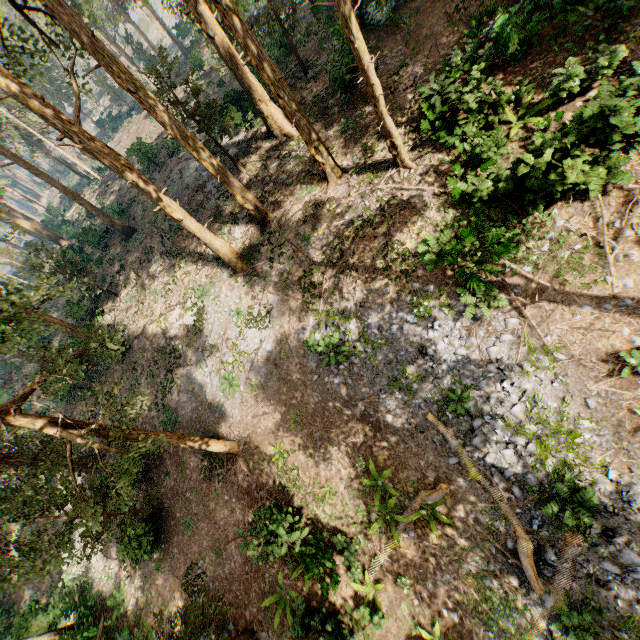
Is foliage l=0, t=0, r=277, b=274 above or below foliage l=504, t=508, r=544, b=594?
above

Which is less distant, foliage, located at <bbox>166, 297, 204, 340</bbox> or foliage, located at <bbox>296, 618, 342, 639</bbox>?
foliage, located at <bbox>296, 618, 342, 639</bbox>

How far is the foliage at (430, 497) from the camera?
10.5 meters

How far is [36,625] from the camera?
19.7 meters

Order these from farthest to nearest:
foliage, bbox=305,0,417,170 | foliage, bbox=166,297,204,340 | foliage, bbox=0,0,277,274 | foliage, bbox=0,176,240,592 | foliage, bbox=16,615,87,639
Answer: foliage, bbox=166,297,204,340, foliage, bbox=16,615,87,639, foliage, bbox=0,0,277,274, foliage, bbox=305,0,417,170, foliage, bbox=0,176,240,592

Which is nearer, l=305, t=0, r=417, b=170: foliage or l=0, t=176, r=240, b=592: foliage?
l=0, t=176, r=240, b=592: foliage

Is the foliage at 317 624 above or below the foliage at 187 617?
below
